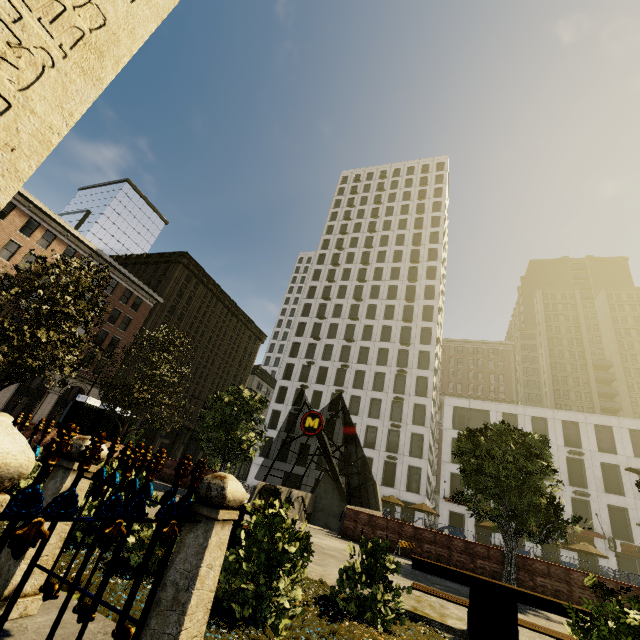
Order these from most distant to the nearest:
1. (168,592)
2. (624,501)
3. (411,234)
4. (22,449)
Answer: (411,234)
(624,501)
(168,592)
(22,449)

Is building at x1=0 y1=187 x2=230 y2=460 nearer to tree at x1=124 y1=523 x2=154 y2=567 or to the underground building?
the underground building

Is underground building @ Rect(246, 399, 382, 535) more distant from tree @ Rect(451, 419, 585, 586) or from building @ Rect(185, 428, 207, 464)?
building @ Rect(185, 428, 207, 464)

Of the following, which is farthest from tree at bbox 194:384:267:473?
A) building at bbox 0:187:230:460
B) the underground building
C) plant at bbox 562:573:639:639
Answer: plant at bbox 562:573:639:639

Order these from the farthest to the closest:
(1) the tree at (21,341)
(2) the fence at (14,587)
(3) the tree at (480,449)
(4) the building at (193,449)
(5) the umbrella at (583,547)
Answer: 1. (4) the building at (193,449)
2. (5) the umbrella at (583,547)
3. (1) the tree at (21,341)
4. (3) the tree at (480,449)
5. (2) the fence at (14,587)

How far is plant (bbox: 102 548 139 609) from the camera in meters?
3.3

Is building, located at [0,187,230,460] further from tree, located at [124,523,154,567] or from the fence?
tree, located at [124,523,154,567]

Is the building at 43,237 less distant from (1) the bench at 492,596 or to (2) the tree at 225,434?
(2) the tree at 225,434
